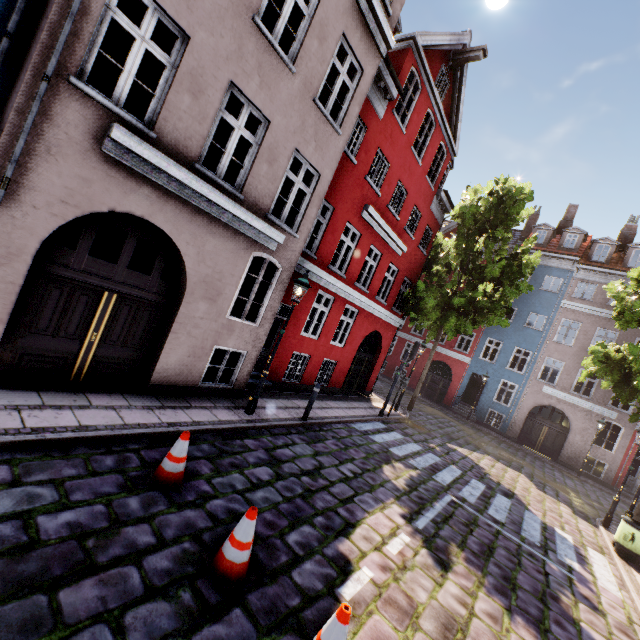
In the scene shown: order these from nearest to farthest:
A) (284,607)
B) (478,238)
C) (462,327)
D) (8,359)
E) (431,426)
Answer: (284,607), (8,359), (462,327), (431,426), (478,238)

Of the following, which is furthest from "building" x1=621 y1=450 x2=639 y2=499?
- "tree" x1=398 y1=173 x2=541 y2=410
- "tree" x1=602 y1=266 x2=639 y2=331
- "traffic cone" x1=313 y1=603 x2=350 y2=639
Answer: "traffic cone" x1=313 y1=603 x2=350 y2=639

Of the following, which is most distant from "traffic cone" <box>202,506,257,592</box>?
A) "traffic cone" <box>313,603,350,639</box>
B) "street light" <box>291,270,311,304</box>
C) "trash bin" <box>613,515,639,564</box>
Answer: "trash bin" <box>613,515,639,564</box>

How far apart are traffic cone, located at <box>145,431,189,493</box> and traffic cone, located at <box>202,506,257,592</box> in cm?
105

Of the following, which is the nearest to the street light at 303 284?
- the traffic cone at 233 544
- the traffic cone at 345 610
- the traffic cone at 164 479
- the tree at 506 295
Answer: the traffic cone at 164 479

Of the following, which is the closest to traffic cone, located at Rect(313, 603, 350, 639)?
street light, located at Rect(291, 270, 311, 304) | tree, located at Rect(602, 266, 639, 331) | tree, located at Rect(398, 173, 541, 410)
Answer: street light, located at Rect(291, 270, 311, 304)

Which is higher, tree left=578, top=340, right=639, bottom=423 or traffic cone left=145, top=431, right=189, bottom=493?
tree left=578, top=340, right=639, bottom=423

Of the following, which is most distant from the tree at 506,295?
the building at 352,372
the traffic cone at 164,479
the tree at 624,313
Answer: the traffic cone at 164,479
